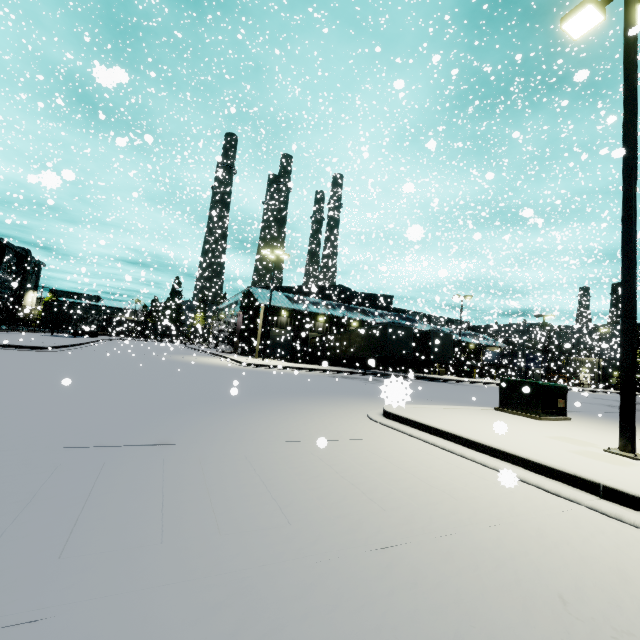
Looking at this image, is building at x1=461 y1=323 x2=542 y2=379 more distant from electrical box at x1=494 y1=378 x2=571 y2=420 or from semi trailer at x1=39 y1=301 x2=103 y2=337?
electrical box at x1=494 y1=378 x2=571 y2=420

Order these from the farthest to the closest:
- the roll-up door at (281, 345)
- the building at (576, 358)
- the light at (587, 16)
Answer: the building at (576, 358) → the roll-up door at (281, 345) → the light at (587, 16)

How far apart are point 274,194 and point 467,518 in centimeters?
2292cm

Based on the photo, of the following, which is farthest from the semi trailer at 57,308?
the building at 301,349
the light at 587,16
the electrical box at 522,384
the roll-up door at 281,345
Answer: the light at 587,16

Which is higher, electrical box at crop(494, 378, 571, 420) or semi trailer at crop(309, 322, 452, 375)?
semi trailer at crop(309, 322, 452, 375)

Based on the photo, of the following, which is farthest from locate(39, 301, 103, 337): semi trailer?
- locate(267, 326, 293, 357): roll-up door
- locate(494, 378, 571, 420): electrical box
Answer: locate(494, 378, 571, 420): electrical box

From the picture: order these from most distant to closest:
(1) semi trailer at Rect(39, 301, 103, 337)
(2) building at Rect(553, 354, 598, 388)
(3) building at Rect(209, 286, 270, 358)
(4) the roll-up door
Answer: (2) building at Rect(553, 354, 598, 388), (4) the roll-up door, (1) semi trailer at Rect(39, 301, 103, 337), (3) building at Rect(209, 286, 270, 358)

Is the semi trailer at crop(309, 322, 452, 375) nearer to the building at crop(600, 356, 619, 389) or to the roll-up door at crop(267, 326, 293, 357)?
the building at crop(600, 356, 619, 389)
